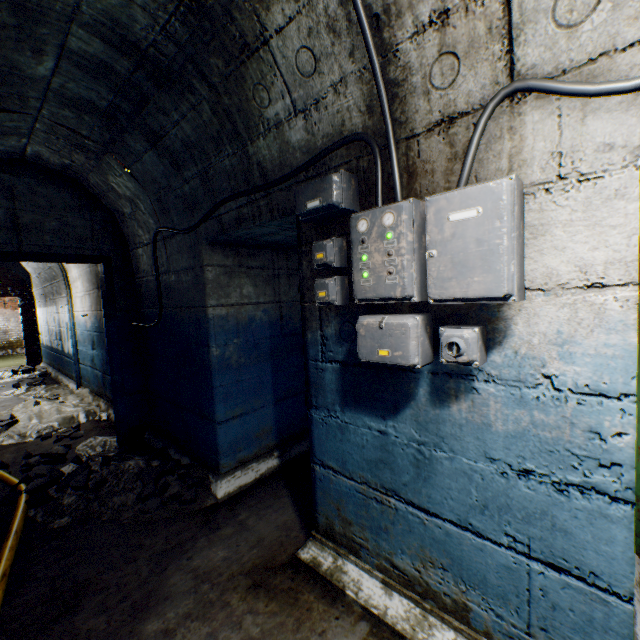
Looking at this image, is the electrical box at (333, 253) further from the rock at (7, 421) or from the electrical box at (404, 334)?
the rock at (7, 421)

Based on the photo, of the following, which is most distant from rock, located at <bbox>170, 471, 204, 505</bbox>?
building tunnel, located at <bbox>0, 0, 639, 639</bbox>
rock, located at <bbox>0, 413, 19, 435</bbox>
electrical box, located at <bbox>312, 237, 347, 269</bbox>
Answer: rock, located at <bbox>0, 413, 19, 435</bbox>

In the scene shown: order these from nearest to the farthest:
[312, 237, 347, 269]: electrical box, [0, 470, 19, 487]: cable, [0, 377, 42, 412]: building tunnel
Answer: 1. [312, 237, 347, 269]: electrical box
2. [0, 470, 19, 487]: cable
3. [0, 377, 42, 412]: building tunnel

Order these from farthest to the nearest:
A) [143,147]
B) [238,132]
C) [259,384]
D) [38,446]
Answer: Result: [38,446] < [259,384] < [143,147] < [238,132]

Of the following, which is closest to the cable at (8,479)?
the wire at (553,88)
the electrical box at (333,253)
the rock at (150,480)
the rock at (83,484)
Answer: the rock at (83,484)

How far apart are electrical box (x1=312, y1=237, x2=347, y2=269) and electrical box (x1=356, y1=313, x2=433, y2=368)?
0.1 meters

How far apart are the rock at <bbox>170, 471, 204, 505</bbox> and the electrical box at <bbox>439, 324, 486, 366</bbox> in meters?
Answer: 2.1 m

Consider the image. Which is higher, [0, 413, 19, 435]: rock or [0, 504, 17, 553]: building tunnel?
[0, 413, 19, 435]: rock
